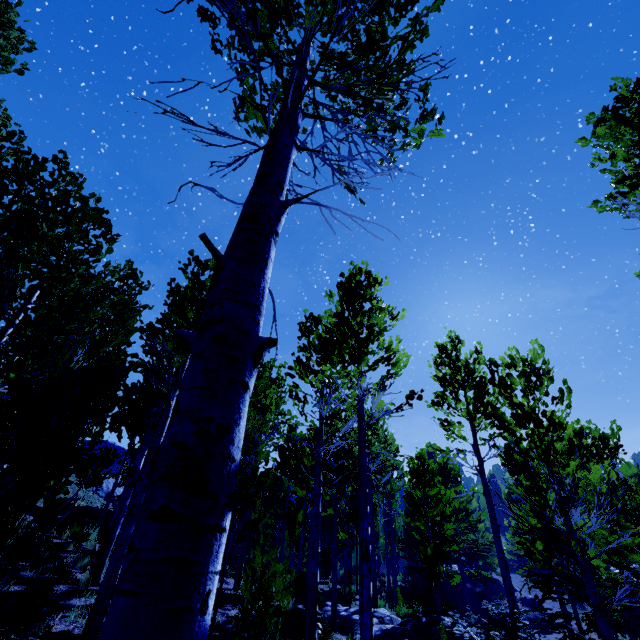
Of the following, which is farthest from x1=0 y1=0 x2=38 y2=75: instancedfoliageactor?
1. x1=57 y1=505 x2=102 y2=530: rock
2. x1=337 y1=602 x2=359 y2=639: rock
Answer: x1=57 y1=505 x2=102 y2=530: rock

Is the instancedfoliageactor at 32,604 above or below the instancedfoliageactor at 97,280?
below

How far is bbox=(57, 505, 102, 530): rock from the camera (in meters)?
13.11

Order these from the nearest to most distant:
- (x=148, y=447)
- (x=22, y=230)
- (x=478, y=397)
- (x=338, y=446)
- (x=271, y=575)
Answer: (x=22, y=230)
(x=271, y=575)
(x=478, y=397)
(x=338, y=446)
(x=148, y=447)

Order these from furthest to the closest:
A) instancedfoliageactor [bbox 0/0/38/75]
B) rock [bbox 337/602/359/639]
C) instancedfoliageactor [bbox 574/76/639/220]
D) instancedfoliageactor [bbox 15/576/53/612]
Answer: rock [bbox 337/602/359/639] → instancedfoliageactor [bbox 0/0/38/75] → instancedfoliageactor [bbox 15/576/53/612] → instancedfoliageactor [bbox 574/76/639/220]

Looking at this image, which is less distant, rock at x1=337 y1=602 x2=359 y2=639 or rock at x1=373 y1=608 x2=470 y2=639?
rock at x1=373 y1=608 x2=470 y2=639

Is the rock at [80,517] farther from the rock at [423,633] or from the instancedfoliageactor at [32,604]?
the rock at [423,633]

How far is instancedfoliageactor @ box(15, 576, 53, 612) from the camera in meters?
5.6 m
